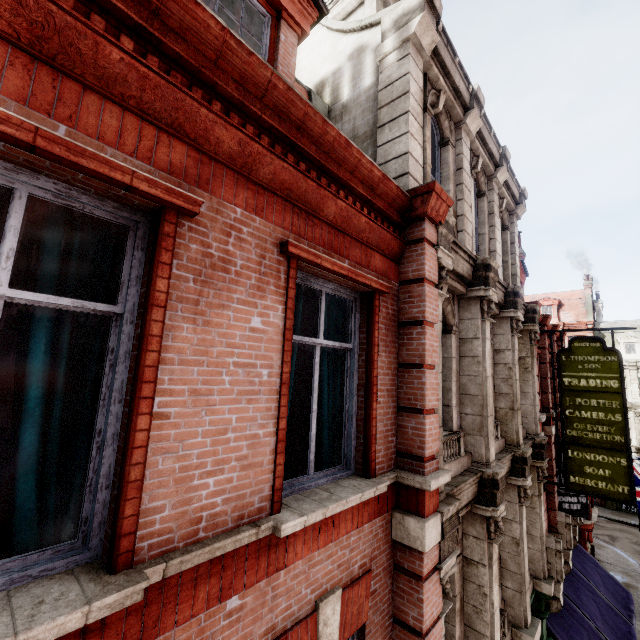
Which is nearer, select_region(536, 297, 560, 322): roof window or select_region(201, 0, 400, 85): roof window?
select_region(201, 0, 400, 85): roof window

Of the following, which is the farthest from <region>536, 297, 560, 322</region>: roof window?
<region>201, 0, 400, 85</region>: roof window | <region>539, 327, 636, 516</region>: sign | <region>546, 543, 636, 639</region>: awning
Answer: <region>201, 0, 400, 85</region>: roof window

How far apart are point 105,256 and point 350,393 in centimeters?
278cm

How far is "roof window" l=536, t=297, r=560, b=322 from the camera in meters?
36.8

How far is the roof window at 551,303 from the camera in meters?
36.8 m

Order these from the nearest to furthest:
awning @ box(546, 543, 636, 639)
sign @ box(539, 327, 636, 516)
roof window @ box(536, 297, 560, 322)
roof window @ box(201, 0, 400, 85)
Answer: roof window @ box(201, 0, 400, 85)
sign @ box(539, 327, 636, 516)
awning @ box(546, 543, 636, 639)
roof window @ box(536, 297, 560, 322)

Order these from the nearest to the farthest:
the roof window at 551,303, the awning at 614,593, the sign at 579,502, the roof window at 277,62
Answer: the roof window at 277,62
the sign at 579,502
the awning at 614,593
the roof window at 551,303
